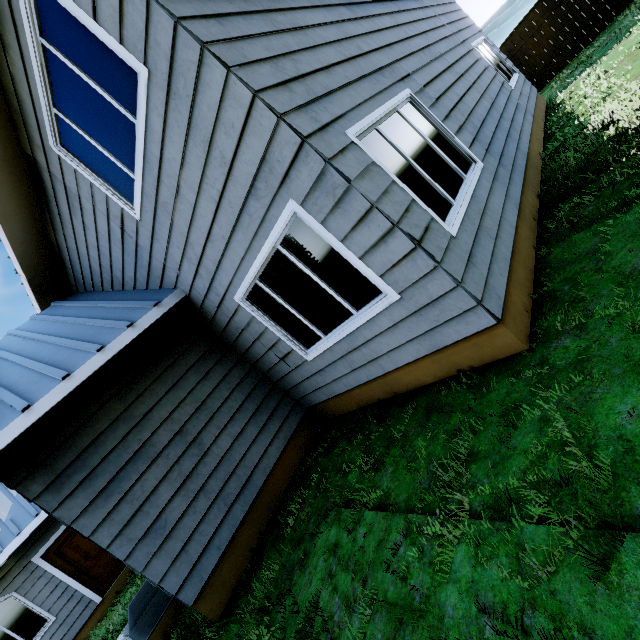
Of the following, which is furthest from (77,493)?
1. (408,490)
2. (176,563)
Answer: (408,490)

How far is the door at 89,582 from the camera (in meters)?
9.16

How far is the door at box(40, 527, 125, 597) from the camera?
9.16m
